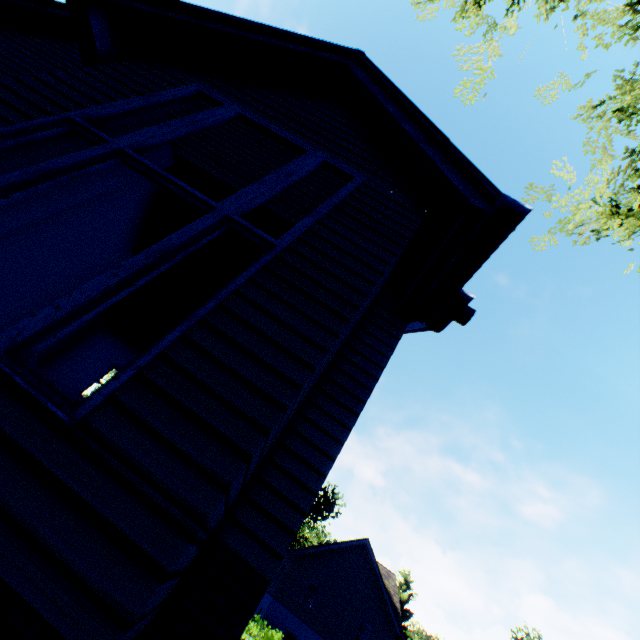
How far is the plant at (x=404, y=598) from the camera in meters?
44.4

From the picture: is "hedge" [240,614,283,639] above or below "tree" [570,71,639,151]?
below

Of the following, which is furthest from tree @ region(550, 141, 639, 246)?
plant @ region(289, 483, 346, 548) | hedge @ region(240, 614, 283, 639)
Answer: plant @ region(289, 483, 346, 548)

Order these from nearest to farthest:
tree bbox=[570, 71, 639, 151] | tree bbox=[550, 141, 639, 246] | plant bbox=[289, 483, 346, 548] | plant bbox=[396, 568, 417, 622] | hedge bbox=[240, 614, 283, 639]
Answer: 1. tree bbox=[570, 71, 639, 151]
2. tree bbox=[550, 141, 639, 246]
3. hedge bbox=[240, 614, 283, 639]
4. plant bbox=[289, 483, 346, 548]
5. plant bbox=[396, 568, 417, 622]

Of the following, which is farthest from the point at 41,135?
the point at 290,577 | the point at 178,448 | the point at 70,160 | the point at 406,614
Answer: the point at 406,614

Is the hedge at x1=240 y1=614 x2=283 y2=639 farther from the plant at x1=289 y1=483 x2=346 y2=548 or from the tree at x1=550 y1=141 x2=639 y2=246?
the plant at x1=289 y1=483 x2=346 y2=548

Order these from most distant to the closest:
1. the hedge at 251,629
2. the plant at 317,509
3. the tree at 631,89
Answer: the plant at 317,509, the hedge at 251,629, the tree at 631,89
